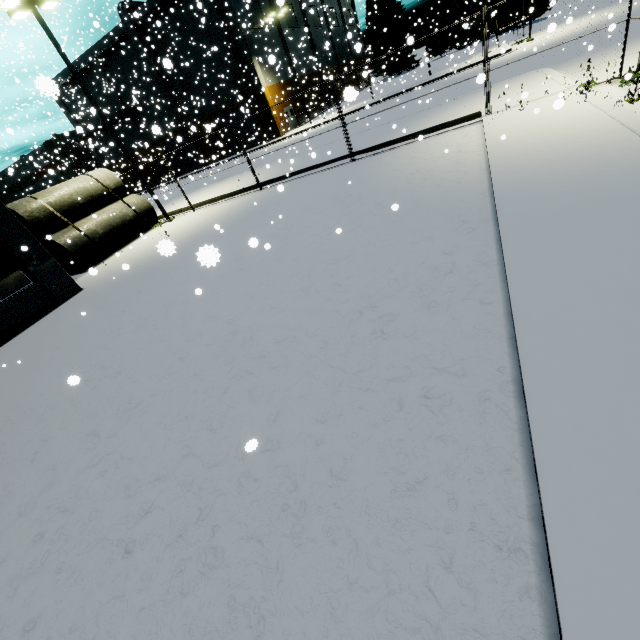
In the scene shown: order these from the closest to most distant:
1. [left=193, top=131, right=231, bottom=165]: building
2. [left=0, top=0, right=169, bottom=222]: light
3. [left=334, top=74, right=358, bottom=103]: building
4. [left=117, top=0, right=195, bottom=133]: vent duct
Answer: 1. [left=334, top=74, right=358, bottom=103]: building
2. [left=0, top=0, right=169, bottom=222]: light
3. [left=193, top=131, right=231, bottom=165]: building
4. [left=117, top=0, right=195, bottom=133]: vent duct

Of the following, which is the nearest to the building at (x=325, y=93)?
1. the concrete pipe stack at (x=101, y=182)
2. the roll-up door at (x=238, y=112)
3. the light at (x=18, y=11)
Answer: the roll-up door at (x=238, y=112)

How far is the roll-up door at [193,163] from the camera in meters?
43.2

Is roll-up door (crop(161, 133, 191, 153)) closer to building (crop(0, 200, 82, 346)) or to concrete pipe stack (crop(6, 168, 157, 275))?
building (crop(0, 200, 82, 346))

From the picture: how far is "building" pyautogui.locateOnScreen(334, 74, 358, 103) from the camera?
4.0m

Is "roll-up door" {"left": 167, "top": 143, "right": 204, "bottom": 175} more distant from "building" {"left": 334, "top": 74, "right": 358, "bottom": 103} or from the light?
the light

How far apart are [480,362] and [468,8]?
64.8m
